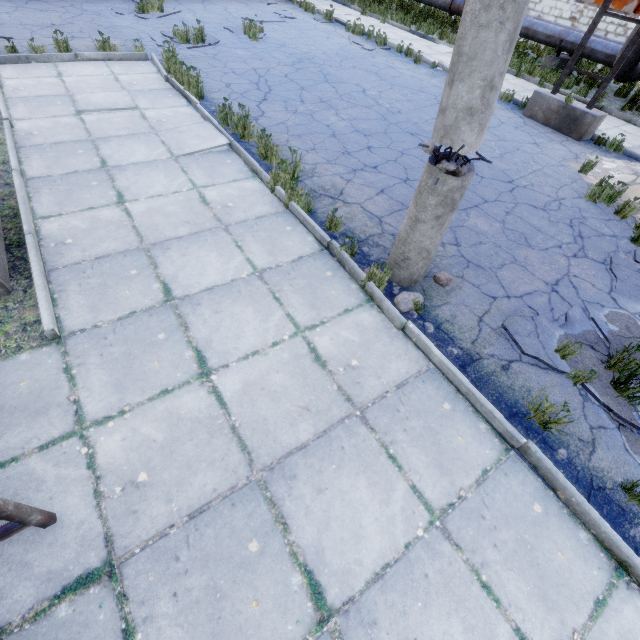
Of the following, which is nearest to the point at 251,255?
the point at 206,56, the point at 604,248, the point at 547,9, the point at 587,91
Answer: the point at 604,248

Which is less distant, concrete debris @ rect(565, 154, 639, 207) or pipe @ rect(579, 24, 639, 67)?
concrete debris @ rect(565, 154, 639, 207)

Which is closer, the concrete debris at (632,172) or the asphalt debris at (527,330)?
the asphalt debris at (527,330)

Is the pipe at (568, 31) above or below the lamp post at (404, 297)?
above

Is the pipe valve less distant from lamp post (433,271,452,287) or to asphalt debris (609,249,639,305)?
asphalt debris (609,249,639,305)

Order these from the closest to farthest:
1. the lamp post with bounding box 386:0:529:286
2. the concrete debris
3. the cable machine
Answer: the lamp post with bounding box 386:0:529:286, the concrete debris, the cable machine

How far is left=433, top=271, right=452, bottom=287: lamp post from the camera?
4.02m

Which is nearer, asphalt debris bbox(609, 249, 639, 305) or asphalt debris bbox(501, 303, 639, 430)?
asphalt debris bbox(501, 303, 639, 430)
